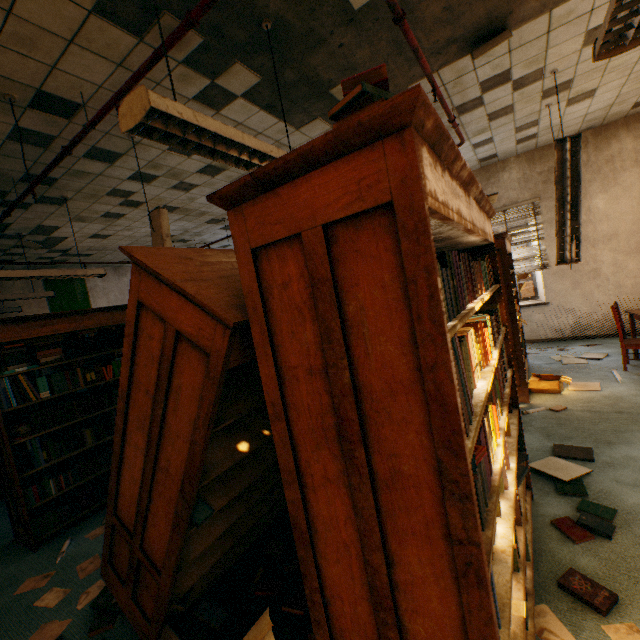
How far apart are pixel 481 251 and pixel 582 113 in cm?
509

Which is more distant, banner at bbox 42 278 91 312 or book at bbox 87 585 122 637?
banner at bbox 42 278 91 312

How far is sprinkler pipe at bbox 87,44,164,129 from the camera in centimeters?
221cm

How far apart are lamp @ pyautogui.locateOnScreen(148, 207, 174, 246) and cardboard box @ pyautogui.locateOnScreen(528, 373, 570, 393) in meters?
4.5 m

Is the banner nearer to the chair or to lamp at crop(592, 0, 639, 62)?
lamp at crop(592, 0, 639, 62)

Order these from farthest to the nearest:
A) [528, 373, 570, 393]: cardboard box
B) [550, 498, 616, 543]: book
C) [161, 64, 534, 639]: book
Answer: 1. [528, 373, 570, 393]: cardboard box
2. [550, 498, 616, 543]: book
3. [161, 64, 534, 639]: book

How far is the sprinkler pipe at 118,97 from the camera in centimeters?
221cm

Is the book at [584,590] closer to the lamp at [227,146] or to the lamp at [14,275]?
the lamp at [227,146]
